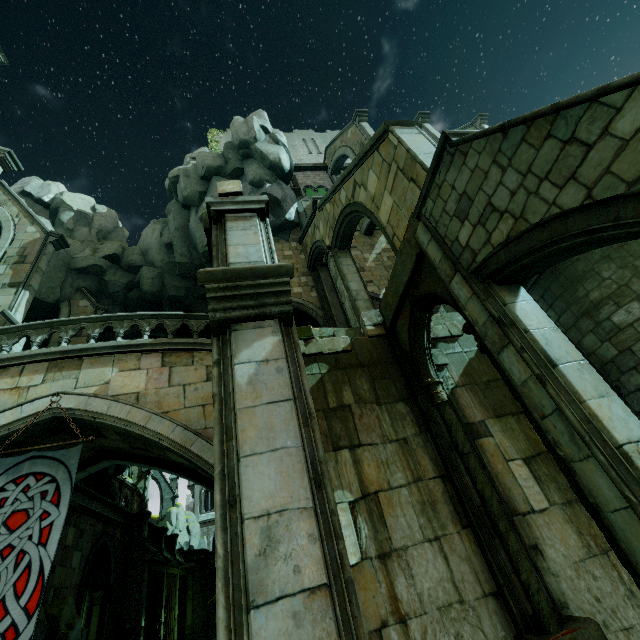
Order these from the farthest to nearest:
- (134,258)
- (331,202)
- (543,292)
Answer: (134,258) < (331,202) < (543,292)

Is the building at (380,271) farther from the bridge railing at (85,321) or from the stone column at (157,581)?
the stone column at (157,581)

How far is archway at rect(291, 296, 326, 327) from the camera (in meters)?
15.80

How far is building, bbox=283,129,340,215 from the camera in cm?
2480

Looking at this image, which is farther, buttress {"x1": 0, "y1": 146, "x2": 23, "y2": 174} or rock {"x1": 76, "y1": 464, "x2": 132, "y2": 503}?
rock {"x1": 76, "y1": 464, "x2": 132, "y2": 503}

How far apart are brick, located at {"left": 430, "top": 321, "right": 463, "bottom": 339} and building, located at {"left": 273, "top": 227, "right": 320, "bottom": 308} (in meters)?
6.77

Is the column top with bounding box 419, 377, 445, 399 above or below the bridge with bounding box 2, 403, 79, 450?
below

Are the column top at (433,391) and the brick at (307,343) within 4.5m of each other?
yes
